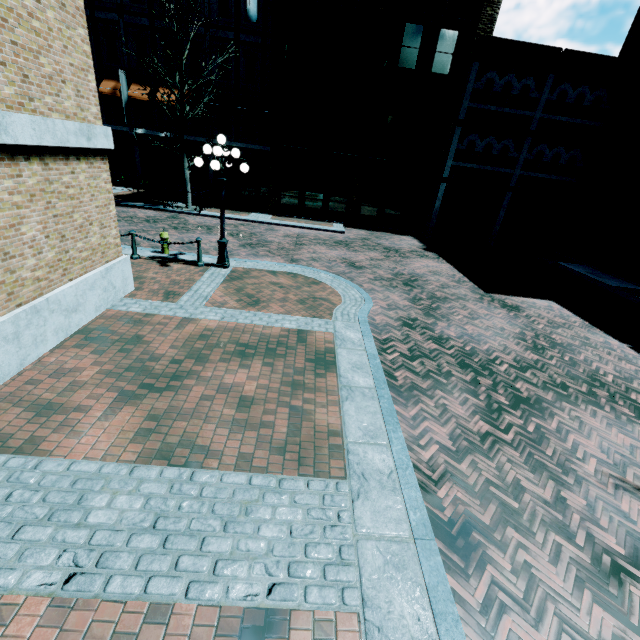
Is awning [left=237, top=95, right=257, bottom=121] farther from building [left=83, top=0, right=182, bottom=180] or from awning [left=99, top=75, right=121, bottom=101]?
awning [left=99, top=75, right=121, bottom=101]

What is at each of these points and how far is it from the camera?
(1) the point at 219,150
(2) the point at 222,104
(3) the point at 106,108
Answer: (1) light, 8.38m
(2) awning, 20.05m
(3) building, 20.77m

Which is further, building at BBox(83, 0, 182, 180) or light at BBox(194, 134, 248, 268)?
building at BBox(83, 0, 182, 180)

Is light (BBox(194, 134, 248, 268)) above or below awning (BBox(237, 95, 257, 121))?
below

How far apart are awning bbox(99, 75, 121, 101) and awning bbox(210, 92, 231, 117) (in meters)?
5.47

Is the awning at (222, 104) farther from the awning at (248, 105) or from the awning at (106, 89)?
the awning at (106, 89)

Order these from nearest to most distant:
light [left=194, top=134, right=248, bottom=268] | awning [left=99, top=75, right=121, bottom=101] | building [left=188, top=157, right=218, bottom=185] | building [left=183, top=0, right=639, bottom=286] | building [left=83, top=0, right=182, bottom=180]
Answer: light [left=194, top=134, right=248, bottom=268] < building [left=183, top=0, right=639, bottom=286] < building [left=83, top=0, right=182, bottom=180] < awning [left=99, top=75, right=121, bottom=101] < building [left=188, top=157, right=218, bottom=185]

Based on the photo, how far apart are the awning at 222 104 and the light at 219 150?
13.8 meters
